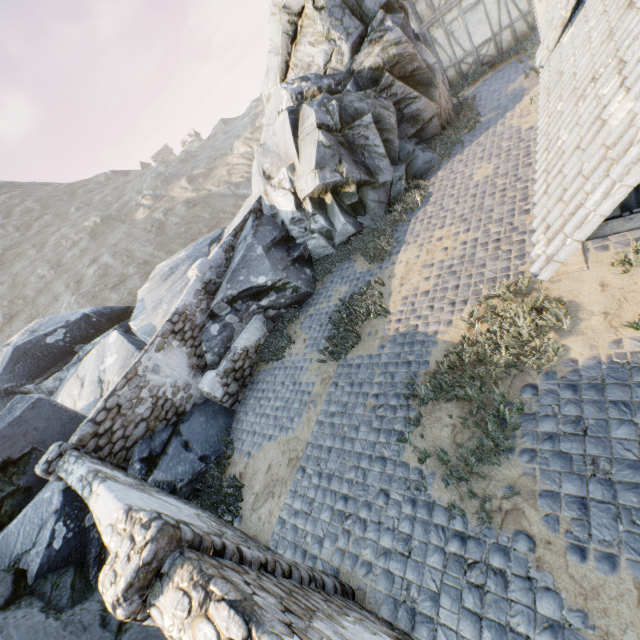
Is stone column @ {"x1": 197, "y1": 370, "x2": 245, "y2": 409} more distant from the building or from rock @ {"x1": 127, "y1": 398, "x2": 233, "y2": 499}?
the building

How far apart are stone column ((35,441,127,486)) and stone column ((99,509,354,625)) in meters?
5.3

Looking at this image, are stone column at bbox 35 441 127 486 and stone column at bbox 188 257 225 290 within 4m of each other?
no

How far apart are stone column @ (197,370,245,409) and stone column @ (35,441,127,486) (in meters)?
2.55

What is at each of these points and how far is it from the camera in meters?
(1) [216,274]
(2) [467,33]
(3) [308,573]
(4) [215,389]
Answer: (1) stone column, 10.9 m
(2) building, 13.9 m
(3) stone column, 4.1 m
(4) stone column, 9.3 m

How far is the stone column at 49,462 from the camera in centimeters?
689cm

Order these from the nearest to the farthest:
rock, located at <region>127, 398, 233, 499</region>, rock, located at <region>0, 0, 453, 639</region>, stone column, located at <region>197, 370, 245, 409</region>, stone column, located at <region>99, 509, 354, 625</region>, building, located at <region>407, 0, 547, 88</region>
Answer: stone column, located at <region>99, 509, 354, 625</region>, rock, located at <region>0, 0, 453, 639</region>, rock, located at <region>127, 398, 233, 499</region>, stone column, located at <region>197, 370, 245, 409</region>, building, located at <region>407, 0, 547, 88</region>

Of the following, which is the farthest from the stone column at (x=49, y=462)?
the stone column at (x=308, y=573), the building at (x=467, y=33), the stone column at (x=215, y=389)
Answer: the building at (x=467, y=33)
